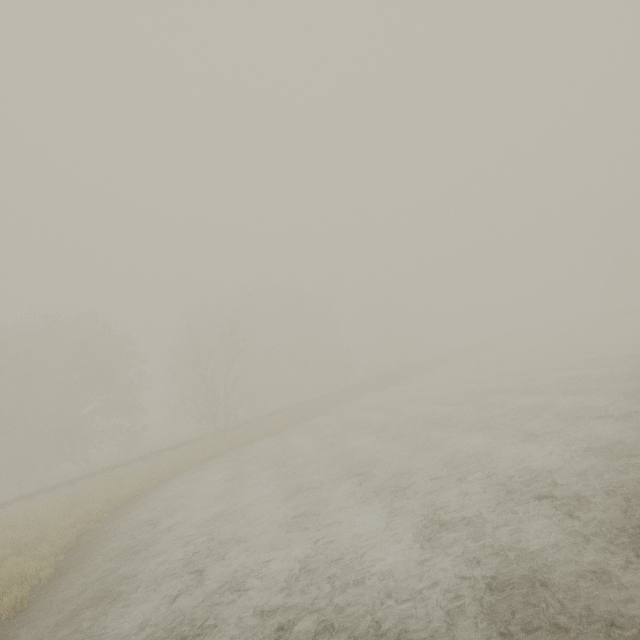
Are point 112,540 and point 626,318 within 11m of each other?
no
